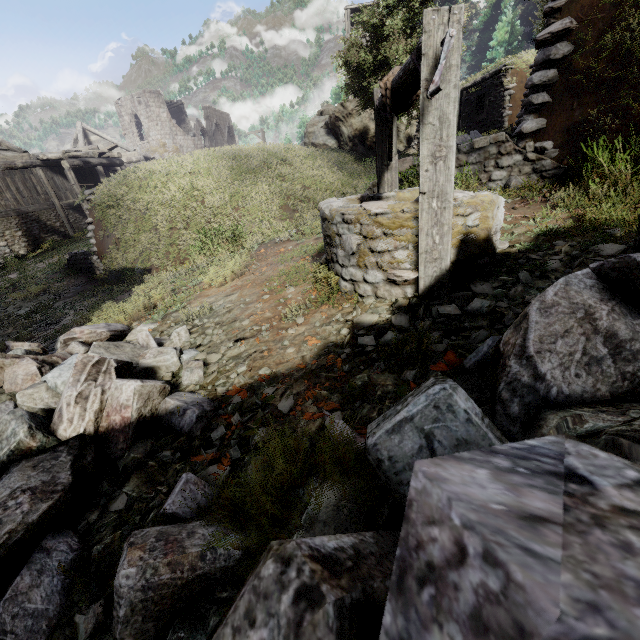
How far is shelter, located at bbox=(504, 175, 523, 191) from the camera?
4.9m

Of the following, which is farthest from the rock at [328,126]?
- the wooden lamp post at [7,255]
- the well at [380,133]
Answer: the well at [380,133]

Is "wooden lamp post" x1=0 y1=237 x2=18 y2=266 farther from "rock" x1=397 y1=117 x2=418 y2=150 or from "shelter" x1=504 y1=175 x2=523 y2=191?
"rock" x1=397 y1=117 x2=418 y2=150

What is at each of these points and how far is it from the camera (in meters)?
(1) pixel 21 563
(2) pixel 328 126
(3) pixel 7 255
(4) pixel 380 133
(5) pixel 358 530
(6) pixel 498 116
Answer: (1) rubble, 1.75
(2) rock, 26.34
(3) wooden lamp post, 17.05
(4) well, 4.32
(5) rubble, 1.28
(6) shelter, 15.50

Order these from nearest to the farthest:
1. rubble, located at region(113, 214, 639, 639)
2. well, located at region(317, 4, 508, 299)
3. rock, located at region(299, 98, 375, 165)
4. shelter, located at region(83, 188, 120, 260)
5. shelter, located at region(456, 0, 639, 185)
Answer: rubble, located at region(113, 214, 639, 639)
well, located at region(317, 4, 508, 299)
shelter, located at region(456, 0, 639, 185)
shelter, located at region(83, 188, 120, 260)
rock, located at region(299, 98, 375, 165)

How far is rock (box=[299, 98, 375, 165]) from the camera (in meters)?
23.89

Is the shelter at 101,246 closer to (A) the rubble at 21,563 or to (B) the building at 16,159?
(B) the building at 16,159

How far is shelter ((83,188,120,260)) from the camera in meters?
11.6
